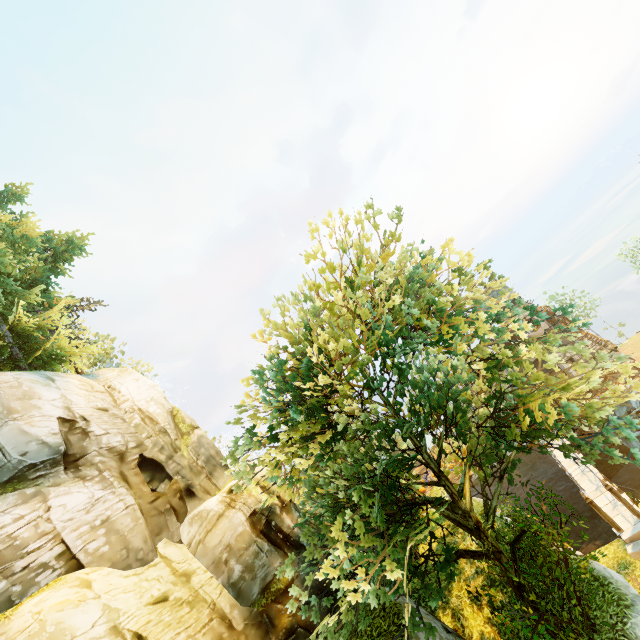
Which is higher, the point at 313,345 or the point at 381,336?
the point at 313,345

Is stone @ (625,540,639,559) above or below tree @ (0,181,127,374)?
below

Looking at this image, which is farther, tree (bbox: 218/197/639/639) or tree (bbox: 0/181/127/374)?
tree (bbox: 0/181/127/374)

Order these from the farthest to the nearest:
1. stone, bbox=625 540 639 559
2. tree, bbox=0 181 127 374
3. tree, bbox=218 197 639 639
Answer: stone, bbox=625 540 639 559
tree, bbox=0 181 127 374
tree, bbox=218 197 639 639

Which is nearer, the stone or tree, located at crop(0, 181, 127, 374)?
tree, located at crop(0, 181, 127, 374)

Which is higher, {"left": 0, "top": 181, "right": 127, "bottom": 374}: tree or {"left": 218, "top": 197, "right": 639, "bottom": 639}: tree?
{"left": 0, "top": 181, "right": 127, "bottom": 374}: tree

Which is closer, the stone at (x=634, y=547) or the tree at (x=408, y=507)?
the tree at (x=408, y=507)
